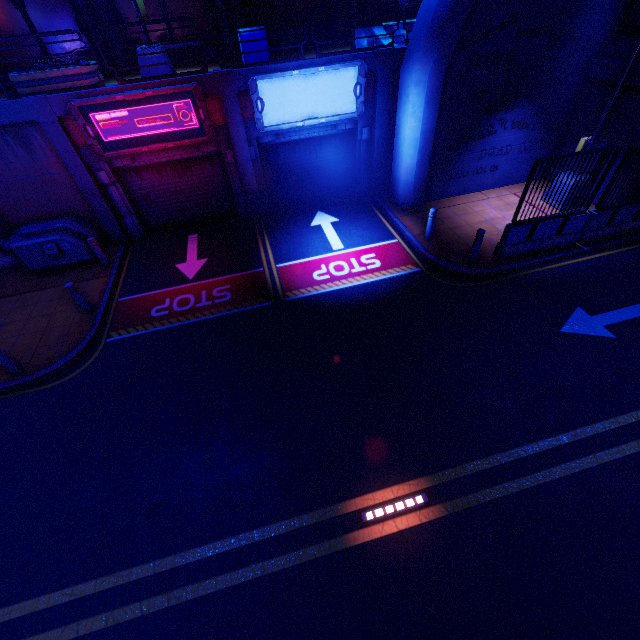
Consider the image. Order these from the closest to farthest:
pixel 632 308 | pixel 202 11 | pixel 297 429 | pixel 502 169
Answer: pixel 297 429 < pixel 632 308 < pixel 502 169 < pixel 202 11

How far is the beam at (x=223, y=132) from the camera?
10.3 meters

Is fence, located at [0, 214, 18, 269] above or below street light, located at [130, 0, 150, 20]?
below

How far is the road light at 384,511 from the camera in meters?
5.5

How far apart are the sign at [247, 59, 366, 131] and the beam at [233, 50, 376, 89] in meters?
0.1 m

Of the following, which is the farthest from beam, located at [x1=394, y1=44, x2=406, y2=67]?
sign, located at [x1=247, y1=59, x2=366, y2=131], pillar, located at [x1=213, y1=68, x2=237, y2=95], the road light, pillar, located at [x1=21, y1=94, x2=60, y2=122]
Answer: the road light

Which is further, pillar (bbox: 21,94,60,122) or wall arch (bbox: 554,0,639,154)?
wall arch (bbox: 554,0,639,154)

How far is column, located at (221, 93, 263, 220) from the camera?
10.2m
